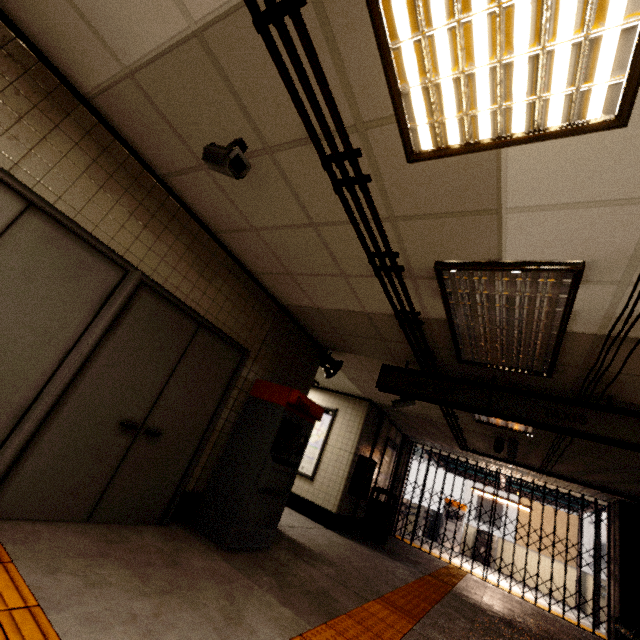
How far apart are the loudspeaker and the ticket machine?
0.9 meters

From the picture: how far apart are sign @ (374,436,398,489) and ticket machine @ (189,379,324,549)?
5.2 meters

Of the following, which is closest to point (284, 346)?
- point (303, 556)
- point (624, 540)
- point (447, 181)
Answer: point (303, 556)

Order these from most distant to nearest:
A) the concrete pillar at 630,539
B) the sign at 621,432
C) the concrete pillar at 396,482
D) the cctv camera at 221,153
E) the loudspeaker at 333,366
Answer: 1. the concrete pillar at 396,482
2. the concrete pillar at 630,539
3. the loudspeaker at 333,366
4. the sign at 621,432
5. the cctv camera at 221,153

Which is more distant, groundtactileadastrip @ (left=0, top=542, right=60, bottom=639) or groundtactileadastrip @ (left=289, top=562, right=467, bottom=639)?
groundtactileadastrip @ (left=289, top=562, right=467, bottom=639)

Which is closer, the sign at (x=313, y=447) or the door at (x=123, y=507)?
the door at (x=123, y=507)

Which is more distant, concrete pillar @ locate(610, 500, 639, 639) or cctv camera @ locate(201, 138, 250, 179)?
concrete pillar @ locate(610, 500, 639, 639)

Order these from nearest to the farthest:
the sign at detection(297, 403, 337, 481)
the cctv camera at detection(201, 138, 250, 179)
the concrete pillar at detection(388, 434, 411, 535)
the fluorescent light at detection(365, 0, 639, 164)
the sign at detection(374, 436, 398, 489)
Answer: the fluorescent light at detection(365, 0, 639, 164)
the cctv camera at detection(201, 138, 250, 179)
the sign at detection(297, 403, 337, 481)
the sign at detection(374, 436, 398, 489)
the concrete pillar at detection(388, 434, 411, 535)
